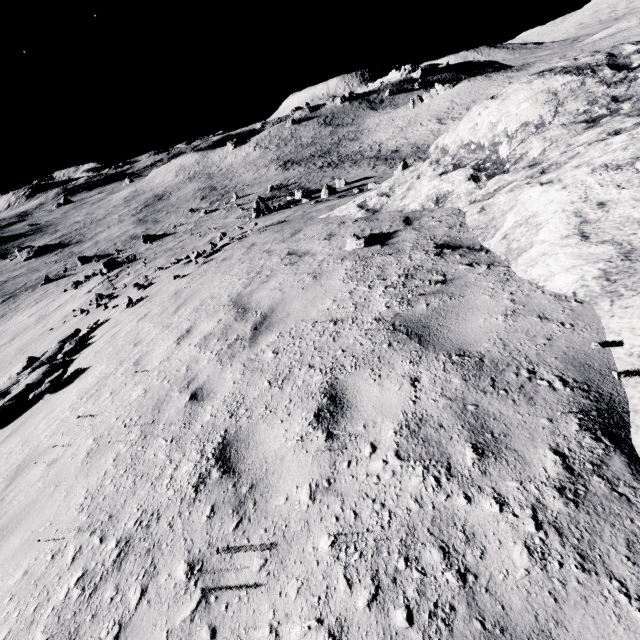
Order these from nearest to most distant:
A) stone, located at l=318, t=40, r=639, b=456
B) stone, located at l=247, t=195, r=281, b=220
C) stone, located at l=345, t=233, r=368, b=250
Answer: stone, located at l=318, t=40, r=639, b=456
stone, located at l=345, t=233, r=368, b=250
stone, located at l=247, t=195, r=281, b=220

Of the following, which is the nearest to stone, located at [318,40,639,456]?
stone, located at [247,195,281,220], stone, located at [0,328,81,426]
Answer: stone, located at [0,328,81,426]

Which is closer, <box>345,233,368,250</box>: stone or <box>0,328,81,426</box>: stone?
<box>345,233,368,250</box>: stone

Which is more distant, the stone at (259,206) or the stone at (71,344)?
the stone at (259,206)

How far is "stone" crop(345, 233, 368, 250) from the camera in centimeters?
610cm

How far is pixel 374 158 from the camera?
53.7 meters

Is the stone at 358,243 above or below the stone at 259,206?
above
